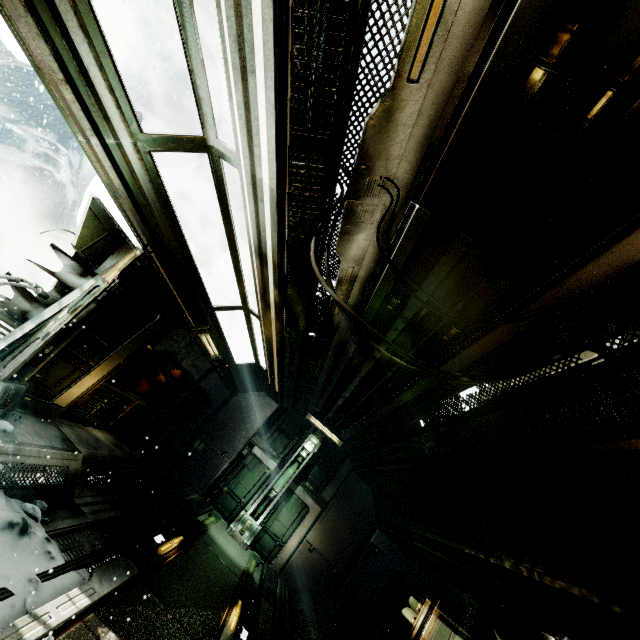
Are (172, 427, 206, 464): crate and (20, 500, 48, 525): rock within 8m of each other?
yes

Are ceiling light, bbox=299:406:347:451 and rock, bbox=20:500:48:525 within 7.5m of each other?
no

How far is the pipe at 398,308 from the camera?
3.85m

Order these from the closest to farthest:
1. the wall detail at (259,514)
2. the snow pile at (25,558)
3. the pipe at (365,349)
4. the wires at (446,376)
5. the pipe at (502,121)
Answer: the pipe at (502,121)
the wires at (446,376)
the snow pile at (25,558)
the pipe at (365,349)
the wall detail at (259,514)

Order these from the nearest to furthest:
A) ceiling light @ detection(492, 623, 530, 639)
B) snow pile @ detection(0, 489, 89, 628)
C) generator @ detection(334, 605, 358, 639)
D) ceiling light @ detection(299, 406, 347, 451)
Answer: snow pile @ detection(0, 489, 89, 628), ceiling light @ detection(492, 623, 530, 639), generator @ detection(334, 605, 358, 639), ceiling light @ detection(299, 406, 347, 451)

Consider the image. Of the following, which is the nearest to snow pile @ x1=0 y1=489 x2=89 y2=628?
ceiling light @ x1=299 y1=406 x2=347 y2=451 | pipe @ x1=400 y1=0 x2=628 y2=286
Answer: pipe @ x1=400 y1=0 x2=628 y2=286

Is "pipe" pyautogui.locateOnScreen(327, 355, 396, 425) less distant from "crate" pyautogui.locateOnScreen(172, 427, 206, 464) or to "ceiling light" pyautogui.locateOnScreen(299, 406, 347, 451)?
"ceiling light" pyautogui.locateOnScreen(299, 406, 347, 451)

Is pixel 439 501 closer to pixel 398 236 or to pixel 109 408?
pixel 398 236
